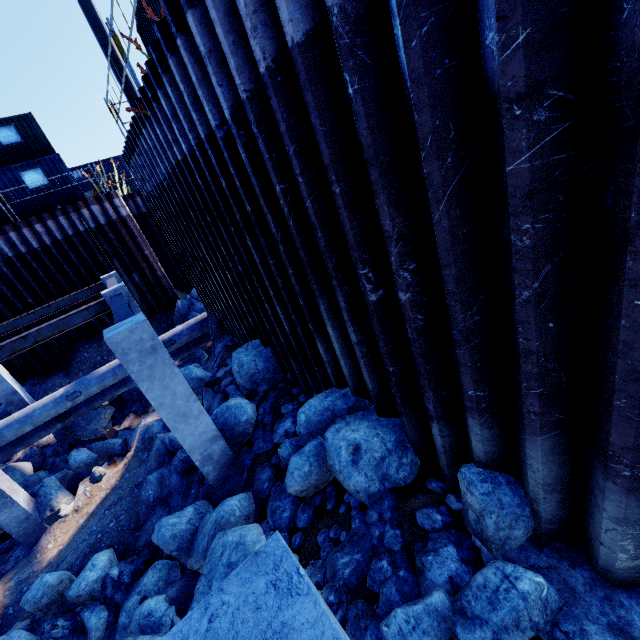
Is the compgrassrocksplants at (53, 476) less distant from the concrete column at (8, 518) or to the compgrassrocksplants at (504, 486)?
the concrete column at (8, 518)

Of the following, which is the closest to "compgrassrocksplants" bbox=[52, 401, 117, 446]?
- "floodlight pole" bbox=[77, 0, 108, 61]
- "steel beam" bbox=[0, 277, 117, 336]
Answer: "steel beam" bbox=[0, 277, 117, 336]

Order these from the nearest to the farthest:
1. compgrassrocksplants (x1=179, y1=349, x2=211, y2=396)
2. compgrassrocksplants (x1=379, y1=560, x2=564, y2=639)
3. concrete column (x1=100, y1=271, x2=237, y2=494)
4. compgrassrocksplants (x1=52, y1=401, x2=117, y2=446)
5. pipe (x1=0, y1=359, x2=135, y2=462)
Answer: compgrassrocksplants (x1=379, y1=560, x2=564, y2=639), concrete column (x1=100, y1=271, x2=237, y2=494), compgrassrocksplants (x1=179, y1=349, x2=211, y2=396), pipe (x1=0, y1=359, x2=135, y2=462), compgrassrocksplants (x1=52, y1=401, x2=117, y2=446)

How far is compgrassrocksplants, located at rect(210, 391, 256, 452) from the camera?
6.3 meters

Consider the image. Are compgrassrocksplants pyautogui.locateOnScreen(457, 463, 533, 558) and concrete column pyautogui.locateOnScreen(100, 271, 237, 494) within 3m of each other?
no

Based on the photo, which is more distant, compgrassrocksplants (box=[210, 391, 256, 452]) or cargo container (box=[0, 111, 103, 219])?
cargo container (box=[0, 111, 103, 219])

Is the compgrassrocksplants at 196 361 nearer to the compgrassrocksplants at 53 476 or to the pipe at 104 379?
the pipe at 104 379

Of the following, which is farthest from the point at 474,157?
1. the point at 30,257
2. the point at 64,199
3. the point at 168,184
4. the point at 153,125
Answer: the point at 64,199
